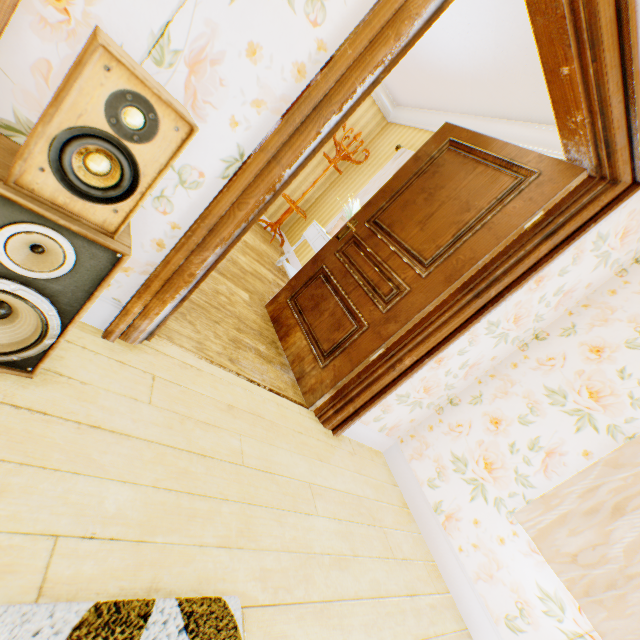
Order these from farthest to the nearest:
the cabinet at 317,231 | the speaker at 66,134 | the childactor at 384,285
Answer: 1. the cabinet at 317,231
2. the childactor at 384,285
3. the speaker at 66,134

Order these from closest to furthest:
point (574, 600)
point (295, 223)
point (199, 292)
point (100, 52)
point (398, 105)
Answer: point (100, 52)
point (574, 600)
point (199, 292)
point (398, 105)
point (295, 223)

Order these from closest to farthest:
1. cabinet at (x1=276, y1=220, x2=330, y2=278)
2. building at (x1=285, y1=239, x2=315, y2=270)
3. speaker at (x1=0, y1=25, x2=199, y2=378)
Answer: speaker at (x1=0, y1=25, x2=199, y2=378) → cabinet at (x1=276, y1=220, x2=330, y2=278) → building at (x1=285, y1=239, x2=315, y2=270)

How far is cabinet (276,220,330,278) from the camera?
4.0 meters

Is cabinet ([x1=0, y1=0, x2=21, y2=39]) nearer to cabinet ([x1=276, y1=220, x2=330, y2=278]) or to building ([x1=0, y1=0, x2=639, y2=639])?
building ([x1=0, y1=0, x2=639, y2=639])

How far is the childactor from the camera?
2.0 meters

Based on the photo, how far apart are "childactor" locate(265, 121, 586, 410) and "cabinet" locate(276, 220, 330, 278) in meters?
0.8 m

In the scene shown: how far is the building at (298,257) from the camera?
5.37m
